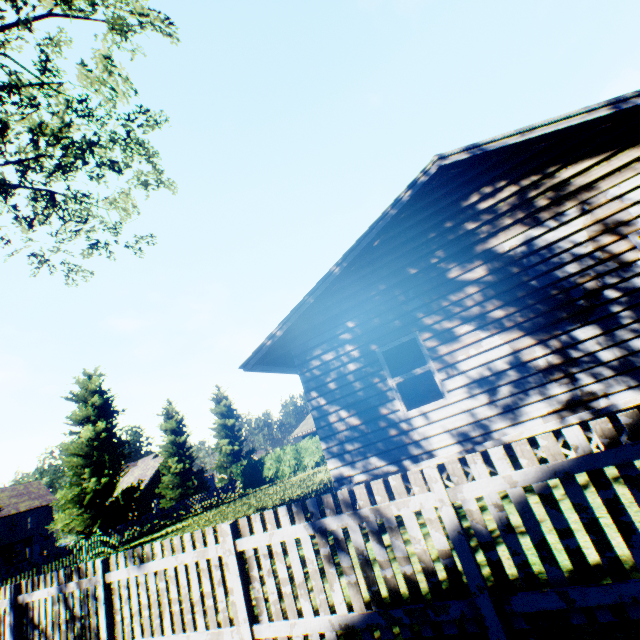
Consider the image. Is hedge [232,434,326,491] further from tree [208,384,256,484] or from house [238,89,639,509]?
tree [208,384,256,484]

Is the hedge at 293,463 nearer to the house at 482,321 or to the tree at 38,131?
the house at 482,321

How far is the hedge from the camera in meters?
30.5 m

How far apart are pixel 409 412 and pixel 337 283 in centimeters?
350cm

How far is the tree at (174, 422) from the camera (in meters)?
29.62

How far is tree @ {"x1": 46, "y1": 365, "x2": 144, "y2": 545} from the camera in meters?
22.5 m

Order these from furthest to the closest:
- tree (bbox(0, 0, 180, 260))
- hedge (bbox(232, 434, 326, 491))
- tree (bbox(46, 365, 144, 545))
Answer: hedge (bbox(232, 434, 326, 491)) < tree (bbox(46, 365, 144, 545)) < tree (bbox(0, 0, 180, 260))
